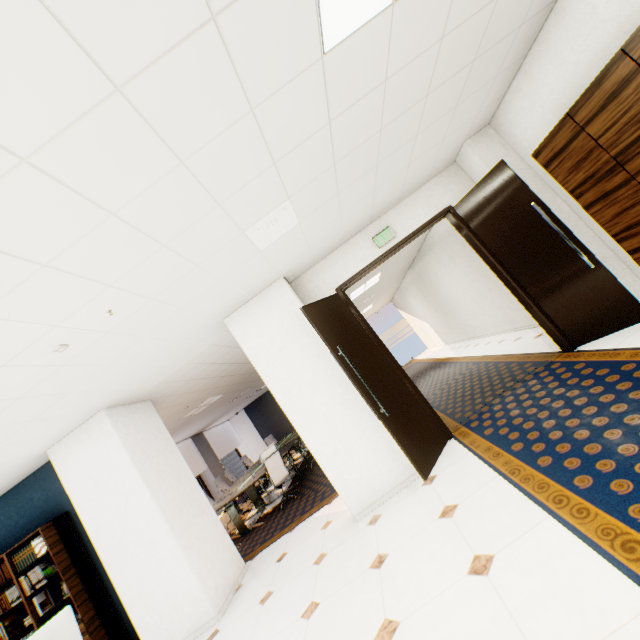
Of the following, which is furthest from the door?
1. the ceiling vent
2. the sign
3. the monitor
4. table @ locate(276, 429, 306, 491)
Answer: table @ locate(276, 429, 306, 491)

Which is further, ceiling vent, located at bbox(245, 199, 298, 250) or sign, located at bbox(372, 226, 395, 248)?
sign, located at bbox(372, 226, 395, 248)

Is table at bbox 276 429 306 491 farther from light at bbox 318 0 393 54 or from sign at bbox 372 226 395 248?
light at bbox 318 0 393 54

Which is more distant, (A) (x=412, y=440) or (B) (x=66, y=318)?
(A) (x=412, y=440)

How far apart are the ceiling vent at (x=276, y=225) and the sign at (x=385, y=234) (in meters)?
1.65

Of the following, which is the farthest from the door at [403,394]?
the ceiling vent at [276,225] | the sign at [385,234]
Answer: the ceiling vent at [276,225]

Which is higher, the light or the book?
the light

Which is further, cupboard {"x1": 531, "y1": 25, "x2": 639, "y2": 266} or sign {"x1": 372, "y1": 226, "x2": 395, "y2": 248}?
sign {"x1": 372, "y1": 226, "x2": 395, "y2": 248}
